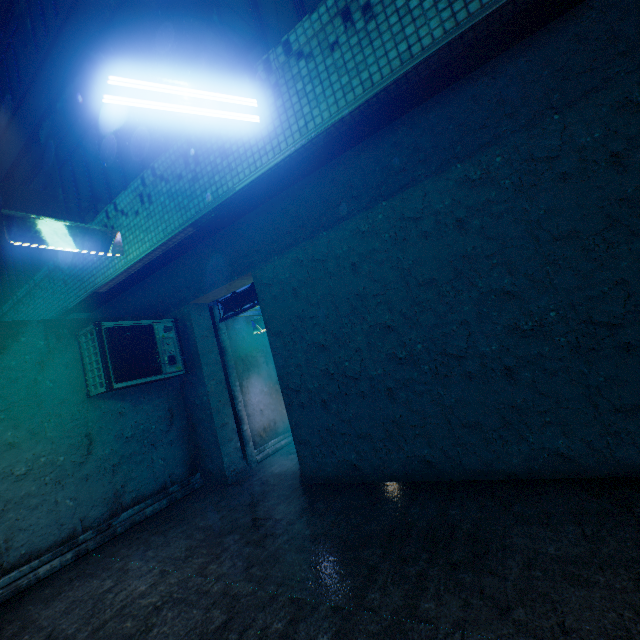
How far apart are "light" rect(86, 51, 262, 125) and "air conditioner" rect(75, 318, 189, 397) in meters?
3.2 m

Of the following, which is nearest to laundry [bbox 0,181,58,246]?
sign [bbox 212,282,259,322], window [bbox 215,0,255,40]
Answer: window [bbox 215,0,255,40]

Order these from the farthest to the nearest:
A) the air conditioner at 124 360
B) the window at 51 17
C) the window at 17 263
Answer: the window at 17 263 < the window at 51 17 < the air conditioner at 124 360

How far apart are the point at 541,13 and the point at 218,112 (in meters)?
2.77

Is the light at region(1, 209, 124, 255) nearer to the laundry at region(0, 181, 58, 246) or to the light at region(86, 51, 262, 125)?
the laundry at region(0, 181, 58, 246)

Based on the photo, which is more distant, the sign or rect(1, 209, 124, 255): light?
the sign

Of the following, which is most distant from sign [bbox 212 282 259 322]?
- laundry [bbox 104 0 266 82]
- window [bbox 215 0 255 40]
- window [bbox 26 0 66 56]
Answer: window [bbox 26 0 66 56]

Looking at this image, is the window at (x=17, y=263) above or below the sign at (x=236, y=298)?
above
